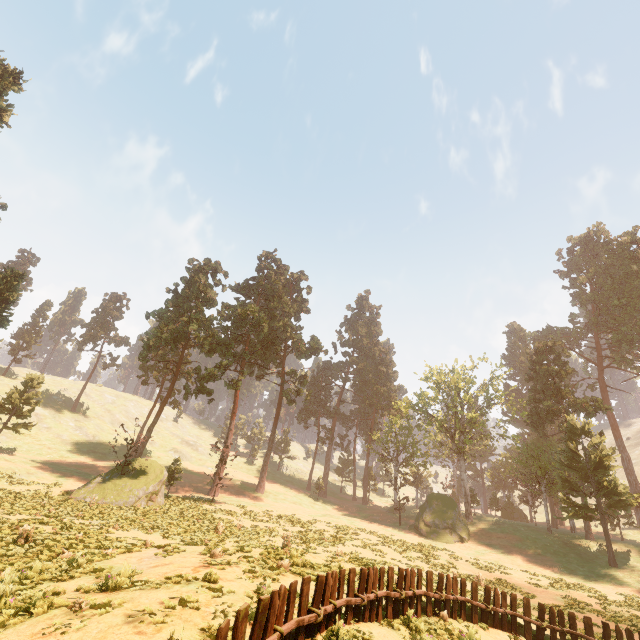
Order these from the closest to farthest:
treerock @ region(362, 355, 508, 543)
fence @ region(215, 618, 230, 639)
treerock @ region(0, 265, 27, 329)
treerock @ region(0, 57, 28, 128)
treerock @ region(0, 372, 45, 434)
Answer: fence @ region(215, 618, 230, 639) < treerock @ region(0, 57, 28, 128) < treerock @ region(0, 265, 27, 329) < treerock @ region(0, 372, 45, 434) < treerock @ region(362, 355, 508, 543)

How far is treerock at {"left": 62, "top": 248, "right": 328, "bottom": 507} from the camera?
27.0 meters

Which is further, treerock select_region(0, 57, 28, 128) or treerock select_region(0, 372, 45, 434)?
treerock select_region(0, 372, 45, 434)

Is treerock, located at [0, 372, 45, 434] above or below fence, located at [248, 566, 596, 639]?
above

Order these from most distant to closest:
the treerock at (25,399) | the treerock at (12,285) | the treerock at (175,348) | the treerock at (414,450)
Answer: the treerock at (414,450) → the treerock at (25,399) → the treerock at (12,285) → the treerock at (175,348)

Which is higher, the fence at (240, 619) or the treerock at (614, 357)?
the treerock at (614, 357)

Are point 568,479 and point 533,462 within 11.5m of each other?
yes
